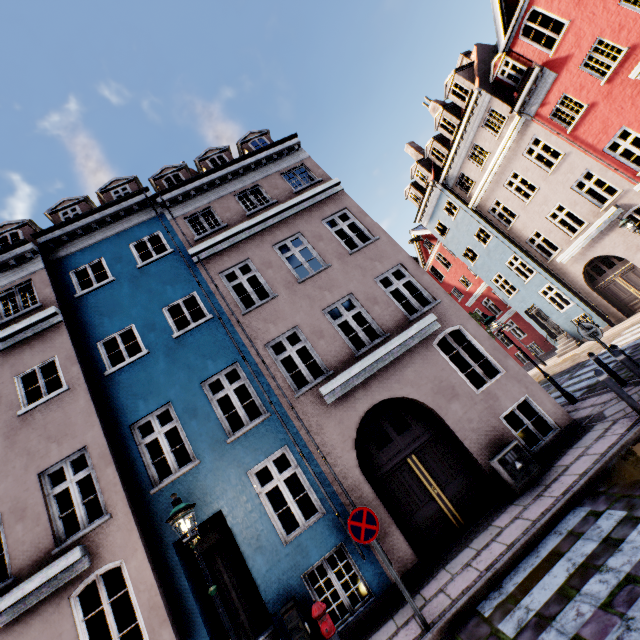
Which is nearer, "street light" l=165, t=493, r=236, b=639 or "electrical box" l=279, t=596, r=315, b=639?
"street light" l=165, t=493, r=236, b=639

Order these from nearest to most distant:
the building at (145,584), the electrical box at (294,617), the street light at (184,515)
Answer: the street light at (184,515)
the electrical box at (294,617)
the building at (145,584)

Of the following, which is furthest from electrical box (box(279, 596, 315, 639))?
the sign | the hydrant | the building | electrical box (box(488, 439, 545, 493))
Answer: electrical box (box(488, 439, 545, 493))

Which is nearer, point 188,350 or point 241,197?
point 188,350

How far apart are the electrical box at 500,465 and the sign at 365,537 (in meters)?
3.44

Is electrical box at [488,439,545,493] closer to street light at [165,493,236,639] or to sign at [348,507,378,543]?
sign at [348,507,378,543]

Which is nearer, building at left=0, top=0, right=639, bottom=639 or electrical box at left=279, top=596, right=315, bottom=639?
electrical box at left=279, top=596, right=315, bottom=639

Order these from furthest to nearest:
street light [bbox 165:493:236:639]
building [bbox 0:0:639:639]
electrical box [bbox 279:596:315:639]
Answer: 1. building [bbox 0:0:639:639]
2. electrical box [bbox 279:596:315:639]
3. street light [bbox 165:493:236:639]
